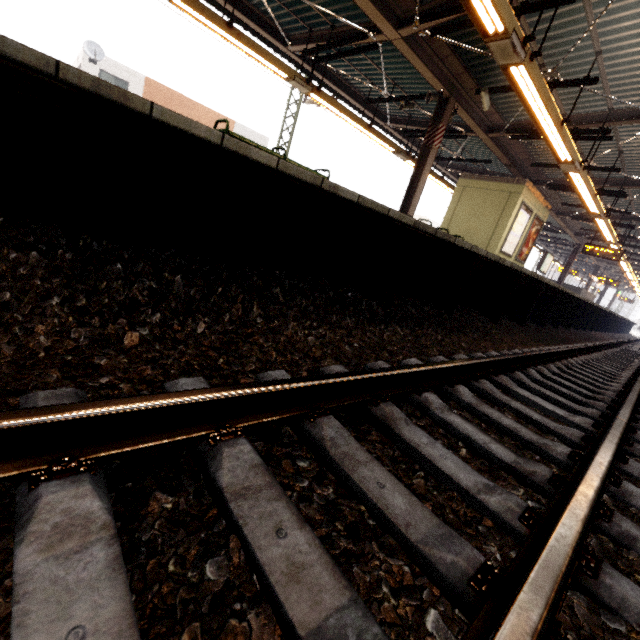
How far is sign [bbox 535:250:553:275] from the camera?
18.2m

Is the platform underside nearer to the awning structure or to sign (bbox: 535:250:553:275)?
the awning structure

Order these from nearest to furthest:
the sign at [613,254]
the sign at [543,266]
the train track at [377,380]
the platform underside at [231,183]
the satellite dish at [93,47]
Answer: the train track at [377,380] → the platform underside at [231,183] → the sign at [613,254] → the satellite dish at [93,47] → the sign at [543,266]

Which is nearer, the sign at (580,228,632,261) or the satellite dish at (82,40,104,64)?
the sign at (580,228,632,261)

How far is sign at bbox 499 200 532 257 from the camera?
11.10m

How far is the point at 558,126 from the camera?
6.6m

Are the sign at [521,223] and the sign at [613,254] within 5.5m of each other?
no

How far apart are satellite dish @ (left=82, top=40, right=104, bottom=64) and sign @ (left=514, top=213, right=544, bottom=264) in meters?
23.0 m
